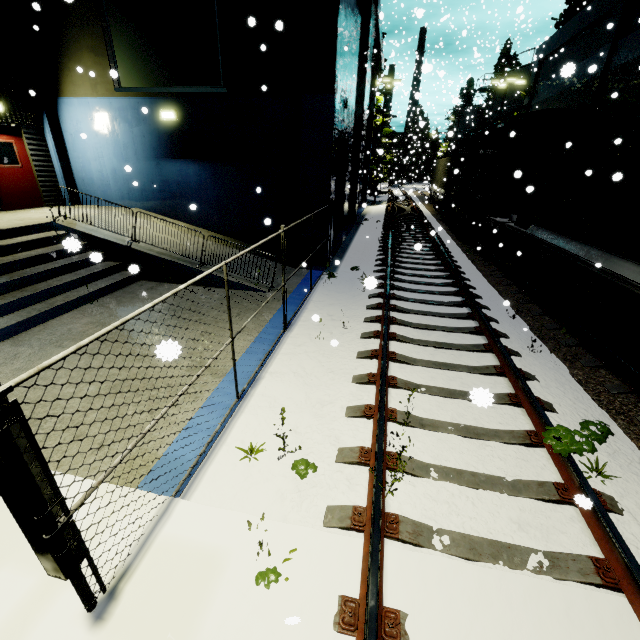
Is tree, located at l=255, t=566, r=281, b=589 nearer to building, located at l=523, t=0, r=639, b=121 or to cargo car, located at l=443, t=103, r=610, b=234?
building, located at l=523, t=0, r=639, b=121

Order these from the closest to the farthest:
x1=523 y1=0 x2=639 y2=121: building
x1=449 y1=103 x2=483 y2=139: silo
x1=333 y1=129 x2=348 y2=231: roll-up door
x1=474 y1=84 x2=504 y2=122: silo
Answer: x1=523 y1=0 x2=639 y2=121: building, x1=333 y1=129 x2=348 y2=231: roll-up door, x1=474 y1=84 x2=504 y2=122: silo, x1=449 y1=103 x2=483 y2=139: silo

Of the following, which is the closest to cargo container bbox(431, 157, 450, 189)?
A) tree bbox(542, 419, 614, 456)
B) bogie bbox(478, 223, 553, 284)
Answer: bogie bbox(478, 223, 553, 284)

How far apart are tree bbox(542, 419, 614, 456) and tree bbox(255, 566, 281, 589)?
3.07m

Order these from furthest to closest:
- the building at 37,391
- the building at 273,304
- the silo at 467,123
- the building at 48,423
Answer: the silo at 467,123, the building at 273,304, the building at 37,391, the building at 48,423

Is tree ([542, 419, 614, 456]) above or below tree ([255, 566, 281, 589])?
above

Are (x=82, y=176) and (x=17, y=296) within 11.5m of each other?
yes

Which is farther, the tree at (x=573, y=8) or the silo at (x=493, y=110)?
the silo at (x=493, y=110)
